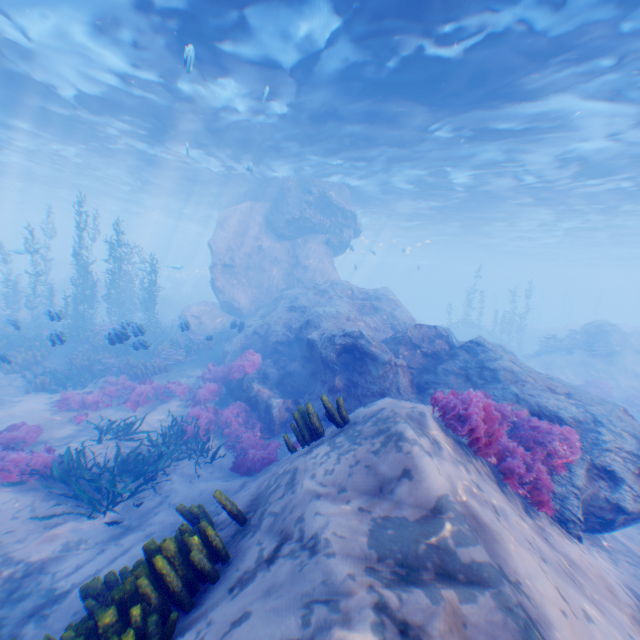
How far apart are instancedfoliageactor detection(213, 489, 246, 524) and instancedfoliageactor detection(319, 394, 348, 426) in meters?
1.2

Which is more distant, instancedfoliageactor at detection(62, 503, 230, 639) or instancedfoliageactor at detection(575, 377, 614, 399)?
instancedfoliageactor at detection(575, 377, 614, 399)

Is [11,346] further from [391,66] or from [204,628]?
[391,66]

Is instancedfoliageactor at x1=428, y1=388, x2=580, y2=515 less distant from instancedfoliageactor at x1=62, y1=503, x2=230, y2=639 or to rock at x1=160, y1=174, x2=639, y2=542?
rock at x1=160, y1=174, x2=639, y2=542

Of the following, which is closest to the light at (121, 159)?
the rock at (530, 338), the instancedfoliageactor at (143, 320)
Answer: the instancedfoliageactor at (143, 320)

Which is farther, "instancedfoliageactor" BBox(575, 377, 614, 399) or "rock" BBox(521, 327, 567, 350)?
"rock" BBox(521, 327, 567, 350)

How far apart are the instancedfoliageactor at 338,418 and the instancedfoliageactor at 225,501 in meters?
1.2 m
